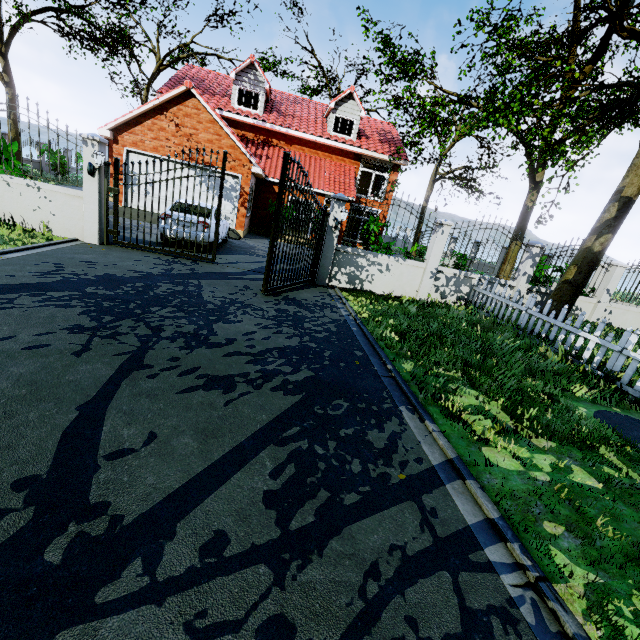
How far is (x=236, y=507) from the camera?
2.2 meters

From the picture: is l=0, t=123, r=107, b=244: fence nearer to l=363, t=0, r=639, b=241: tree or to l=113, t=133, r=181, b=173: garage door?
l=363, t=0, r=639, b=241: tree

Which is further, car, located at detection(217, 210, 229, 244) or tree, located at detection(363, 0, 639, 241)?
car, located at detection(217, 210, 229, 244)

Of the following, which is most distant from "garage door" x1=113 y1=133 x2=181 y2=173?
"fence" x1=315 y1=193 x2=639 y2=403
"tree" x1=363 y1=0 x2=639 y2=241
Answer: "fence" x1=315 y1=193 x2=639 y2=403

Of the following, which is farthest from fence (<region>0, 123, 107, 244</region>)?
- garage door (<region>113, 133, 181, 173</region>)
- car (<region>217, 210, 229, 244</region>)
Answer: garage door (<region>113, 133, 181, 173</region>)

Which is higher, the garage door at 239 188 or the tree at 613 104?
the tree at 613 104

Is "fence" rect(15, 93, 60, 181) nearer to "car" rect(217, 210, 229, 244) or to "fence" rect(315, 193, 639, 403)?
"car" rect(217, 210, 229, 244)

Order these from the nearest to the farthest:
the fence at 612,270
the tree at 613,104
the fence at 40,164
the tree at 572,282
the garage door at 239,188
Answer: the fence at 612,270 < the fence at 40,164 < the tree at 572,282 < the tree at 613,104 < the garage door at 239,188
